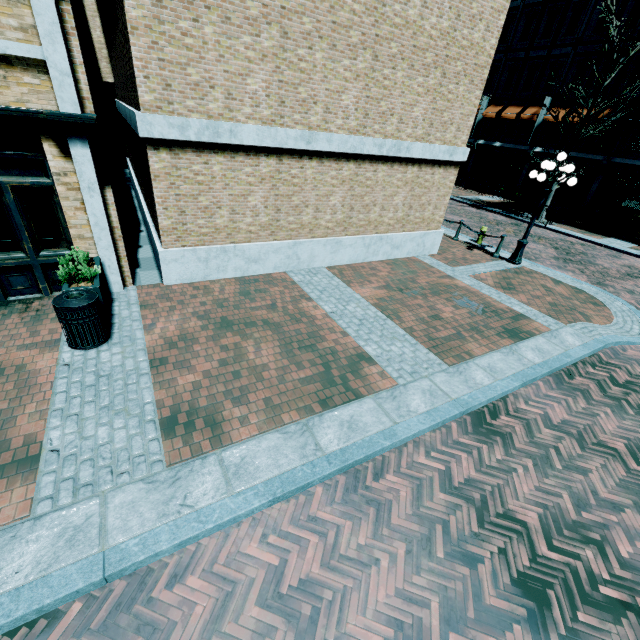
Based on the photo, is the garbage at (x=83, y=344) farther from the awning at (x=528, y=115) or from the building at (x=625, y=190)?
the awning at (x=528, y=115)

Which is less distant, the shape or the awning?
the shape

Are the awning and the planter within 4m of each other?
no

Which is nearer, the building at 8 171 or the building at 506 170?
the building at 8 171

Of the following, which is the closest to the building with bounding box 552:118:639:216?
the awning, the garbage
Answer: the awning

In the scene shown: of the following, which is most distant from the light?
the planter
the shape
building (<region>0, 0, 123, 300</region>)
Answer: the shape

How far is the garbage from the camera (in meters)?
5.02

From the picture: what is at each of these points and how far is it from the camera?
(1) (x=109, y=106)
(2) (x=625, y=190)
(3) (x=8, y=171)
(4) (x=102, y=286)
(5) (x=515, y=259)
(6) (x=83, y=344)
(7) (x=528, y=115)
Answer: (1) shape, 21.05m
(2) building, 19.95m
(3) building, 5.65m
(4) planter, 6.06m
(5) light, 11.77m
(6) garbage, 5.39m
(7) awning, 22.97m
